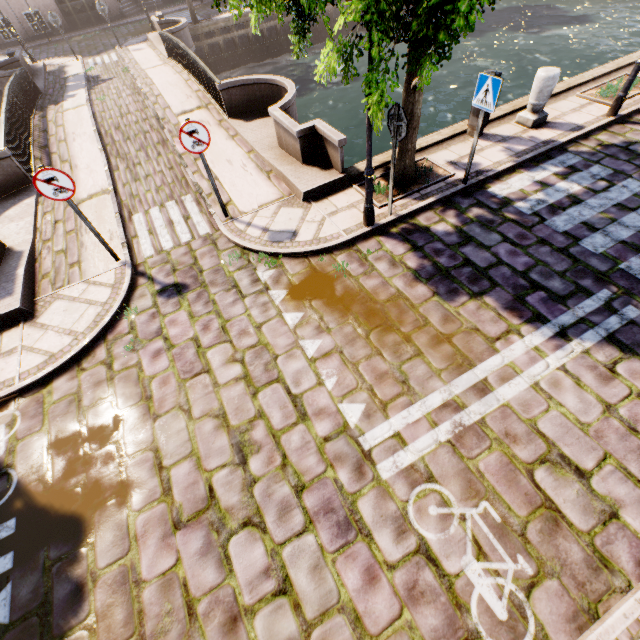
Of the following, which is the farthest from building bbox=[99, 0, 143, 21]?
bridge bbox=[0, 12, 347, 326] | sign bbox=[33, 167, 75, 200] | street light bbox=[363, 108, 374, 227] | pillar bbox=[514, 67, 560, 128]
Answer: street light bbox=[363, 108, 374, 227]

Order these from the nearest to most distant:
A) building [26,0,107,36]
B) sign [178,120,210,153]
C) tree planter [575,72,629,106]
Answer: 1. sign [178,120,210,153]
2. tree planter [575,72,629,106]
3. building [26,0,107,36]

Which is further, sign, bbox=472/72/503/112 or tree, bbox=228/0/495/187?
sign, bbox=472/72/503/112

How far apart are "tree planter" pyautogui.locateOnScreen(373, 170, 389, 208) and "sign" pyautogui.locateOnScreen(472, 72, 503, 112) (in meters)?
1.40

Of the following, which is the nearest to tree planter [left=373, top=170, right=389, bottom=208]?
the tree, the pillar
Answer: the tree

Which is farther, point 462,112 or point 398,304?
point 462,112

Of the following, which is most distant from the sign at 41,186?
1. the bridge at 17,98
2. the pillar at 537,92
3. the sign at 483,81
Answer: the pillar at 537,92

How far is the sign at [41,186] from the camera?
5.1 meters
